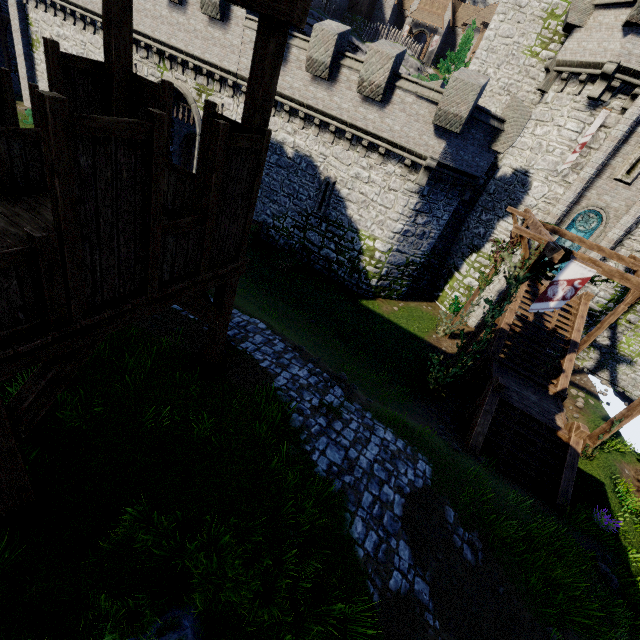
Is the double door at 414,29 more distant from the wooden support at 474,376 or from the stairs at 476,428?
the stairs at 476,428

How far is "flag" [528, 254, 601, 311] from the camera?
10.06m

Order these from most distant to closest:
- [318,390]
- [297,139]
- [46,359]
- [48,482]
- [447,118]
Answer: [297,139] < [447,118] < [318,390] < [48,482] < [46,359]

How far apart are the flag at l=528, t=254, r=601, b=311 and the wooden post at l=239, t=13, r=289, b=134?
10.17m

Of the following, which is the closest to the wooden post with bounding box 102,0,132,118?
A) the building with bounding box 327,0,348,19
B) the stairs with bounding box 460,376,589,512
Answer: the stairs with bounding box 460,376,589,512

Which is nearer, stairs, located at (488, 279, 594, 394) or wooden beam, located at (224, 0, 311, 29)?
wooden beam, located at (224, 0, 311, 29)

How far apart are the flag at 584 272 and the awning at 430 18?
56.50m

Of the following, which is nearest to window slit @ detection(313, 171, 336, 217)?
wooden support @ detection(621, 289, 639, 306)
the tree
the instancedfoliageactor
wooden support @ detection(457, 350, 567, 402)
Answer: wooden support @ detection(457, 350, 567, 402)
